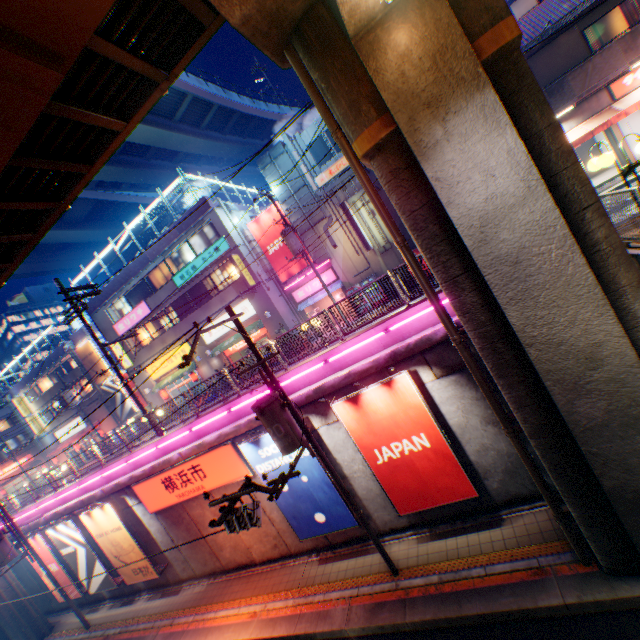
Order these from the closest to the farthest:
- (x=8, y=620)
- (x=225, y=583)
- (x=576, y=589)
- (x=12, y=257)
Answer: (x=576, y=589)
(x=12, y=257)
(x=225, y=583)
(x=8, y=620)

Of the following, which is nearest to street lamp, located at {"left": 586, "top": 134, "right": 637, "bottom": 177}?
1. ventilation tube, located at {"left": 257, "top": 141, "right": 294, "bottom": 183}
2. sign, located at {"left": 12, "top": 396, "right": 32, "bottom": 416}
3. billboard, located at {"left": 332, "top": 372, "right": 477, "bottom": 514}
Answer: billboard, located at {"left": 332, "top": 372, "right": 477, "bottom": 514}

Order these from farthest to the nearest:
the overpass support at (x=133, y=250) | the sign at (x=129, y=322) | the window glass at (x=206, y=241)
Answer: the overpass support at (x=133, y=250) → the sign at (x=129, y=322) → the window glass at (x=206, y=241)

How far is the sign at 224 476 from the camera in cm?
1278

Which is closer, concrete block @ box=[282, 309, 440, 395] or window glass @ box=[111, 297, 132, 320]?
concrete block @ box=[282, 309, 440, 395]

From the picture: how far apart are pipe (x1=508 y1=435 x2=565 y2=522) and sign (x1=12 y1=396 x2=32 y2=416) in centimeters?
5000cm

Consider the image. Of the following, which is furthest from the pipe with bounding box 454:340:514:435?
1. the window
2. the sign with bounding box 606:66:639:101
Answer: the sign with bounding box 606:66:639:101

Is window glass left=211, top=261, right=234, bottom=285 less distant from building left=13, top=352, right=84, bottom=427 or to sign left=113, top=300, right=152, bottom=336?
sign left=113, top=300, right=152, bottom=336
